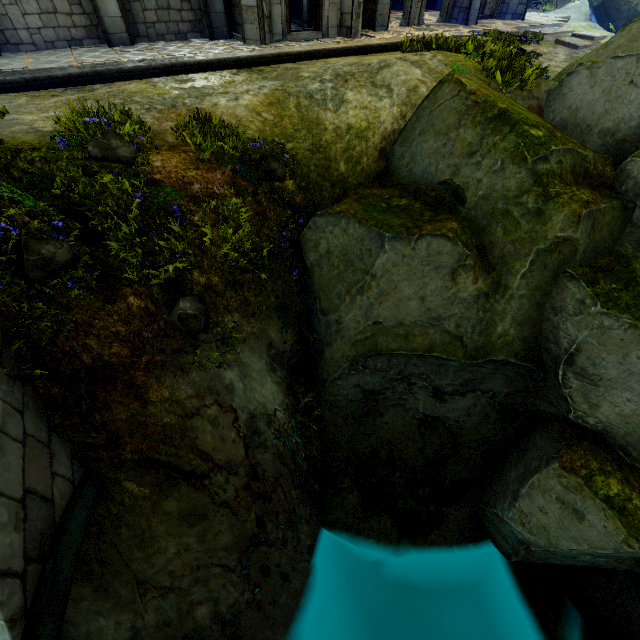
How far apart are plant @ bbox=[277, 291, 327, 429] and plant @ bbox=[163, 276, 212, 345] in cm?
161

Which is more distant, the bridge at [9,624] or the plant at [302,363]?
the plant at [302,363]

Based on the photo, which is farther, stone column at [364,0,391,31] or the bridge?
stone column at [364,0,391,31]

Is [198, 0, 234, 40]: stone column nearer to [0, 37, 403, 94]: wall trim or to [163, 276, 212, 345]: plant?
[0, 37, 403, 94]: wall trim

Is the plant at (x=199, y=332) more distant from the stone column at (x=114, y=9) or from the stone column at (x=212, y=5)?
the stone column at (x=212, y=5)

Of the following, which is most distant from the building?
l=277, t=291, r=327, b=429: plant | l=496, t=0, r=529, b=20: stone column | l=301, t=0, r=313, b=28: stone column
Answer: l=277, t=291, r=327, b=429: plant

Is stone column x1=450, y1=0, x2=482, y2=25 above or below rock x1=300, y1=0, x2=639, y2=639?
above

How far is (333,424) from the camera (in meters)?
7.94
